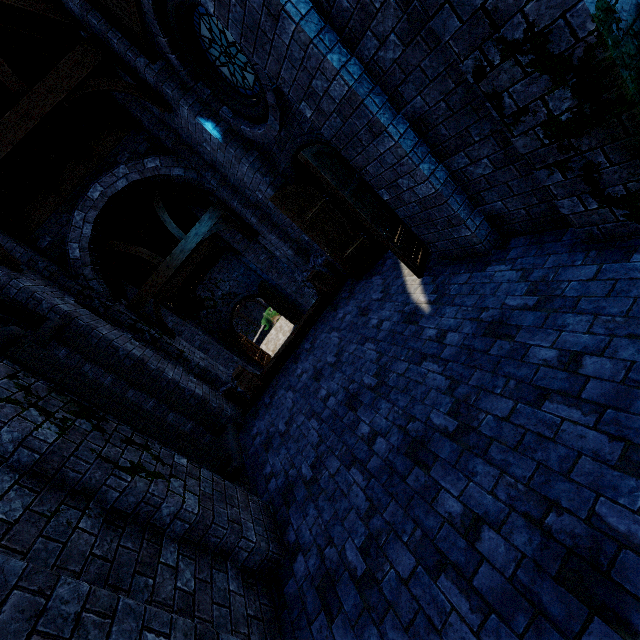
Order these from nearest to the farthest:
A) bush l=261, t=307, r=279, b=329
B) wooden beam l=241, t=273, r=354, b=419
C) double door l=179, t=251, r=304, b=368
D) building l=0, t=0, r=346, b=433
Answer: building l=0, t=0, r=346, b=433
wooden beam l=241, t=273, r=354, b=419
double door l=179, t=251, r=304, b=368
bush l=261, t=307, r=279, b=329

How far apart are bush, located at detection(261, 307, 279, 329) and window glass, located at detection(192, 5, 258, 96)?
21.3 meters

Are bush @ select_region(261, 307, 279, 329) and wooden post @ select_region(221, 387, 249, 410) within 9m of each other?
no

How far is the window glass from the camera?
4.8m

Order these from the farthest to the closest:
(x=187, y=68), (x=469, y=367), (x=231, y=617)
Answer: (x=187, y=68), (x=469, y=367), (x=231, y=617)

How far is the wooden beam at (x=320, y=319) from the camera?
7.34m

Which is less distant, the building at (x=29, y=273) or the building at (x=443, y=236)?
the building at (x=443, y=236)

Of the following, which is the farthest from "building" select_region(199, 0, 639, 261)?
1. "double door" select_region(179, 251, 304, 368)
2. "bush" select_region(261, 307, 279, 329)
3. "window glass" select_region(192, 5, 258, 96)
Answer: "bush" select_region(261, 307, 279, 329)
